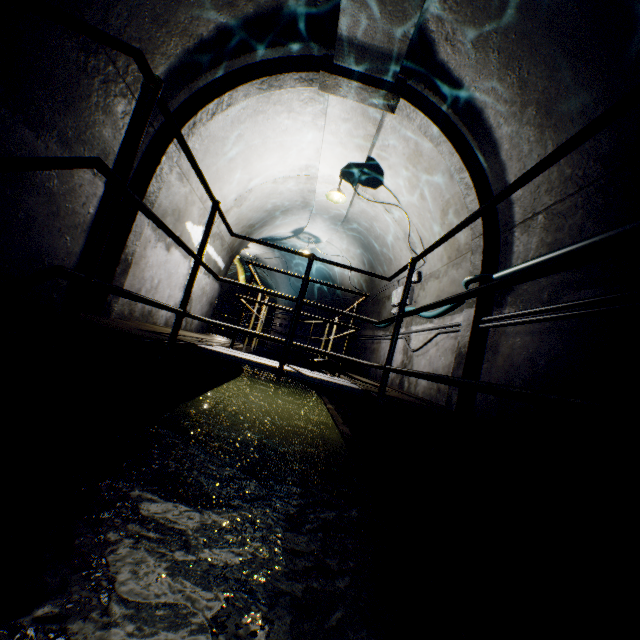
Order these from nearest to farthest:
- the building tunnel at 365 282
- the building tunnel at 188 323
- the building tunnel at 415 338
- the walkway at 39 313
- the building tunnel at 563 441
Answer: the walkway at 39 313, the building tunnel at 563 441, the building tunnel at 415 338, the building tunnel at 188 323, the building tunnel at 365 282

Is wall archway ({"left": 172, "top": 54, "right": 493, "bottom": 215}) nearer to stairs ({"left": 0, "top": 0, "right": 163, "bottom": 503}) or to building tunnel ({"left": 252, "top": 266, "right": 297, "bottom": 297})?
building tunnel ({"left": 252, "top": 266, "right": 297, "bottom": 297})

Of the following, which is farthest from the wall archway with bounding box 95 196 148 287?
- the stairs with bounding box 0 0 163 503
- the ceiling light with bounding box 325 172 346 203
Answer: the stairs with bounding box 0 0 163 503

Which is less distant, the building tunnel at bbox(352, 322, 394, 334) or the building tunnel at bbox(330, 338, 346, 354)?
the building tunnel at bbox(352, 322, 394, 334)

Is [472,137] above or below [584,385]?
above

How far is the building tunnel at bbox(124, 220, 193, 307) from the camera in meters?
4.4 m

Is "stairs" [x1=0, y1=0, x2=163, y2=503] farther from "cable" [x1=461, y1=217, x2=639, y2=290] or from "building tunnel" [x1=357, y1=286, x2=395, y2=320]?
"cable" [x1=461, y1=217, x2=639, y2=290]

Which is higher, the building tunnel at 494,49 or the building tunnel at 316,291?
the building tunnel at 494,49
